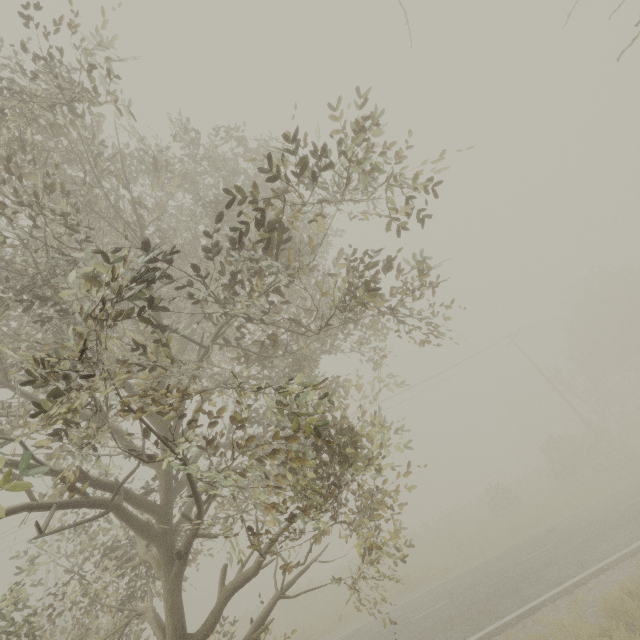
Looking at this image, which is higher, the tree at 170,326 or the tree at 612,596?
the tree at 170,326

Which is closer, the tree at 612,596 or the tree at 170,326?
the tree at 170,326

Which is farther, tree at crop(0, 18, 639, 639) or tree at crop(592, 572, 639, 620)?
tree at crop(592, 572, 639, 620)

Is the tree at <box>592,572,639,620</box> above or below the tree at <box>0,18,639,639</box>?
below

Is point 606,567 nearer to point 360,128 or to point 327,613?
point 360,128
